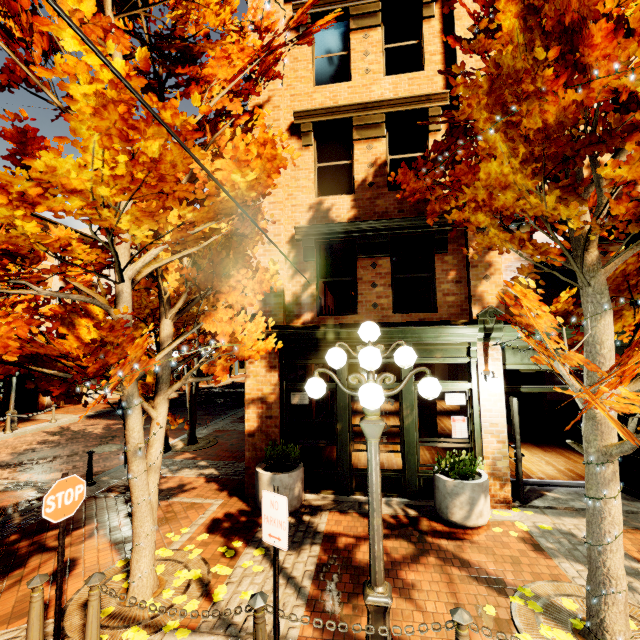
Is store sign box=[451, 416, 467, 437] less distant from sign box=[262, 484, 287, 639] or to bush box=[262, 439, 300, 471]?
bush box=[262, 439, 300, 471]

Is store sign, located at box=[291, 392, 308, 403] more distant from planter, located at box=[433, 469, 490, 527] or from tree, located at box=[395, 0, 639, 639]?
planter, located at box=[433, 469, 490, 527]

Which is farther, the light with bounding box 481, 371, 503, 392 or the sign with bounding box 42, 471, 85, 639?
the light with bounding box 481, 371, 503, 392

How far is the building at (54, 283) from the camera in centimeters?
2048cm

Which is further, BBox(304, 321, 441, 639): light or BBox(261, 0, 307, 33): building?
BBox(261, 0, 307, 33): building

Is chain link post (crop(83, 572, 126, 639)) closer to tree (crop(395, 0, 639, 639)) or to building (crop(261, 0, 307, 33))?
tree (crop(395, 0, 639, 639))

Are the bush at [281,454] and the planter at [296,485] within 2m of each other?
yes

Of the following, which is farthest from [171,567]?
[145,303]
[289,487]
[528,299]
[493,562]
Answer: [528,299]
